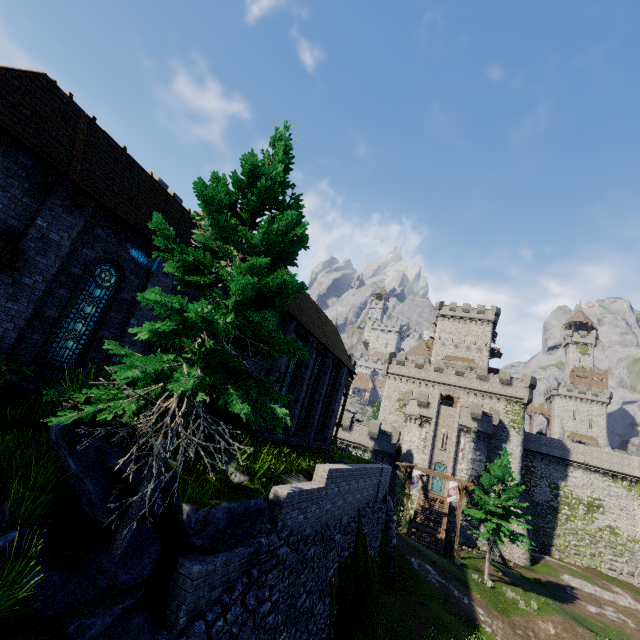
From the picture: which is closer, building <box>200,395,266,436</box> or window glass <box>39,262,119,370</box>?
window glass <box>39,262,119,370</box>

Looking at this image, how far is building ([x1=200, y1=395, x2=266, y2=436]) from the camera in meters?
12.2

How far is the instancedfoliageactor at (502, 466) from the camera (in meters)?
28.05

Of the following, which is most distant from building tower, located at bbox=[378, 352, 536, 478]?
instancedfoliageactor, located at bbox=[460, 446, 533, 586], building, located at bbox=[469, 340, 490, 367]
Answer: instancedfoliageactor, located at bbox=[460, 446, 533, 586]

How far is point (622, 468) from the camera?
44.5m

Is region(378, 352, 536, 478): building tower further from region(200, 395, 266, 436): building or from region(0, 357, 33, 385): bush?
region(0, 357, 33, 385): bush

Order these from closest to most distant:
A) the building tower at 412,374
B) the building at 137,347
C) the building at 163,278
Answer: the building at 137,347
the building at 163,278
the building tower at 412,374
